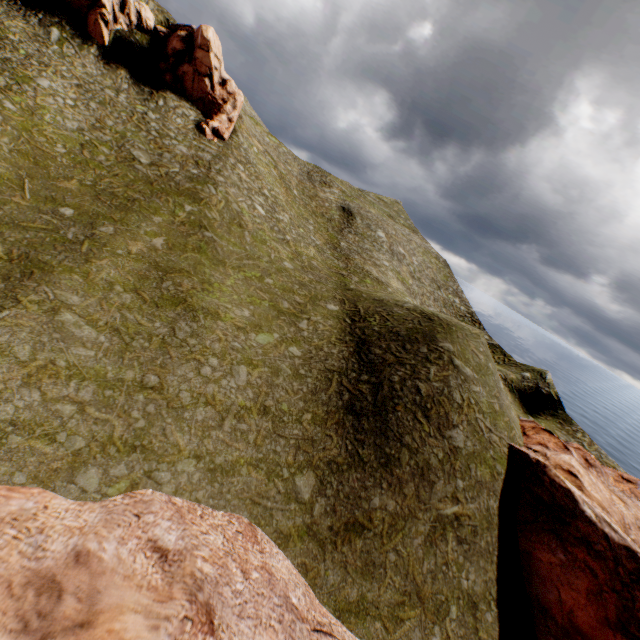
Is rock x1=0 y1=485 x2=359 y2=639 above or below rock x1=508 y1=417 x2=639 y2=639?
below

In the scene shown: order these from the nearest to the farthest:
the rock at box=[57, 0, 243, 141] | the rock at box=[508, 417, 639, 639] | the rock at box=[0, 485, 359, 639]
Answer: the rock at box=[0, 485, 359, 639]
the rock at box=[508, 417, 639, 639]
the rock at box=[57, 0, 243, 141]

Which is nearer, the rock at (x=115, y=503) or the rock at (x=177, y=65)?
the rock at (x=115, y=503)

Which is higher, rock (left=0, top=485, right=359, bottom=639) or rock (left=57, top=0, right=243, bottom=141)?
rock (left=57, top=0, right=243, bottom=141)

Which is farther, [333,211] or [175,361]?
[333,211]

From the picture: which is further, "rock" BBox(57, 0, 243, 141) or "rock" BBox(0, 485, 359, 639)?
"rock" BBox(57, 0, 243, 141)
